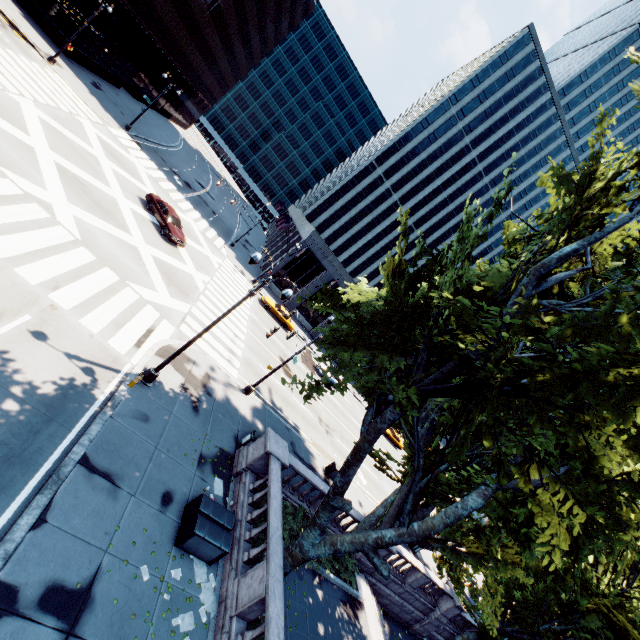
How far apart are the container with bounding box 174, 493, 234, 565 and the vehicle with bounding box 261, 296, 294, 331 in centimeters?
2606cm

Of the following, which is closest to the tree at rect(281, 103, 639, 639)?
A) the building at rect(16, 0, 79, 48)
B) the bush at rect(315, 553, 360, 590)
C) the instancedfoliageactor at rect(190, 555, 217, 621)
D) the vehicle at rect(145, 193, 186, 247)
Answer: the bush at rect(315, 553, 360, 590)

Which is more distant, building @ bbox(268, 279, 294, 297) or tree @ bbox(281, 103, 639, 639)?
building @ bbox(268, 279, 294, 297)

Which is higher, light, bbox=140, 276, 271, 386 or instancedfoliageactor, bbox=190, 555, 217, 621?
light, bbox=140, 276, 271, 386

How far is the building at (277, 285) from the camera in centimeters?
4466cm

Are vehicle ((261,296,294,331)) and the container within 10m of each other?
no

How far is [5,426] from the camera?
8.4m

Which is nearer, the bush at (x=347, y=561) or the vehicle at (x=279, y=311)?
the bush at (x=347, y=561)
